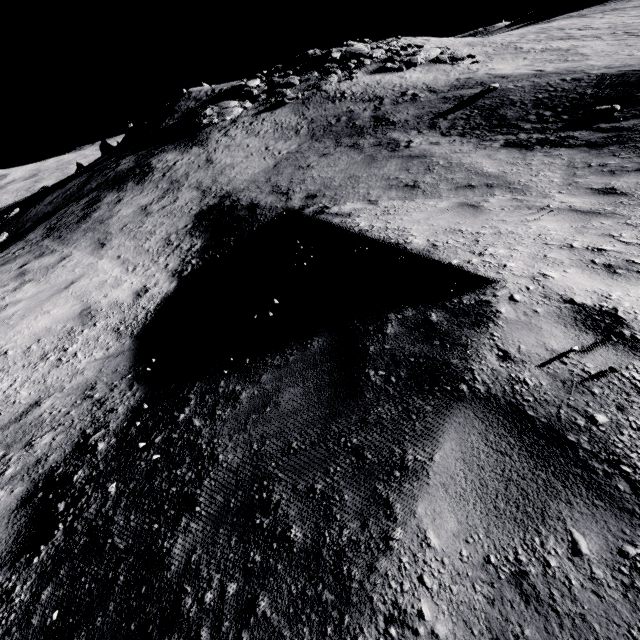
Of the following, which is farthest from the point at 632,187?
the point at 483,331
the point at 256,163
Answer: the point at 256,163

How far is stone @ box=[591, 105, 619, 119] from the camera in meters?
8.1

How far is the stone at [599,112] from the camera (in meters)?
8.14
